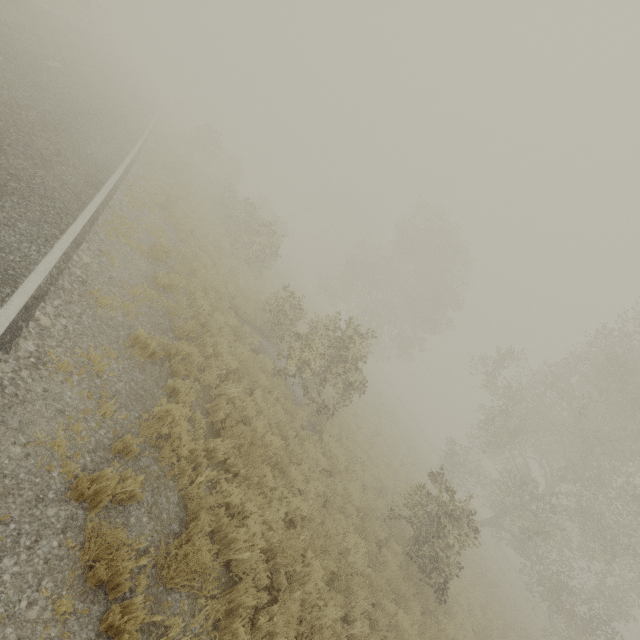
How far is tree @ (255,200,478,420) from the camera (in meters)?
12.19

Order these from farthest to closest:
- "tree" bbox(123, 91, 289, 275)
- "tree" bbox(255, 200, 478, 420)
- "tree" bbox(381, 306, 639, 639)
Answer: A:
1. "tree" bbox(123, 91, 289, 275)
2. "tree" bbox(255, 200, 478, 420)
3. "tree" bbox(381, 306, 639, 639)

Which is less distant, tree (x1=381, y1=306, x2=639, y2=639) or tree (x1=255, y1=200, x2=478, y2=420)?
tree (x1=381, y1=306, x2=639, y2=639)

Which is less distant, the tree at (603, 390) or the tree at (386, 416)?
the tree at (603, 390)

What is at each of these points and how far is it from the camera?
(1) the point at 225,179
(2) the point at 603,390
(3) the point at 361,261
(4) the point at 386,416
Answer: (1) tree, 26.0 meters
(2) tree, 15.9 meters
(3) tree, 33.7 meters
(4) tree, 25.2 meters

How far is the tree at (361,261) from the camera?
12.2m
